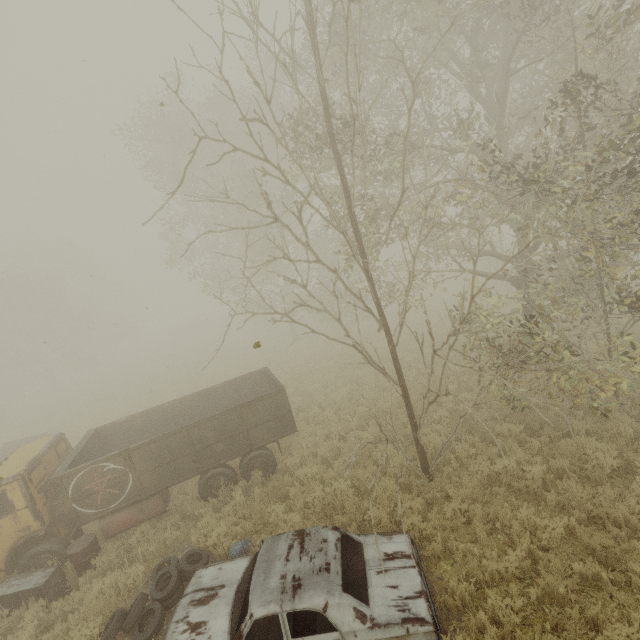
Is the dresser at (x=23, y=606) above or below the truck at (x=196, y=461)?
below

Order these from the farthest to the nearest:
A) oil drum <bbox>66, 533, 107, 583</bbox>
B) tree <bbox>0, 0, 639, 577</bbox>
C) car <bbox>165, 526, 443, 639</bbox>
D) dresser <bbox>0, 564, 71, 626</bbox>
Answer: oil drum <bbox>66, 533, 107, 583</bbox> < dresser <bbox>0, 564, 71, 626</bbox> < tree <bbox>0, 0, 639, 577</bbox> < car <bbox>165, 526, 443, 639</bbox>

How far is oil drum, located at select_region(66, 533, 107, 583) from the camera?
7.4m

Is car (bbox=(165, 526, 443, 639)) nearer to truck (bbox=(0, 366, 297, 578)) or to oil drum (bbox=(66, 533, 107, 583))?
truck (bbox=(0, 366, 297, 578))

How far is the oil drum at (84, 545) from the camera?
7.4 meters

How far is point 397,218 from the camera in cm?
3644

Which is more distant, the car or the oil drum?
the oil drum

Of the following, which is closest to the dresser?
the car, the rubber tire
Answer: the rubber tire
